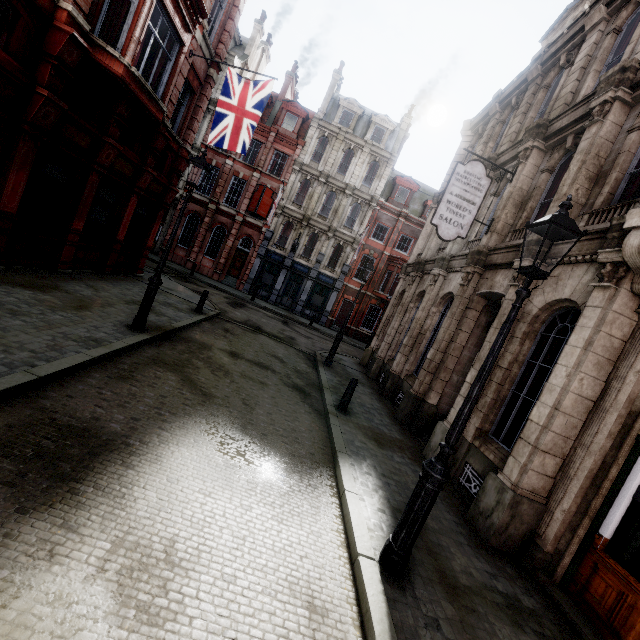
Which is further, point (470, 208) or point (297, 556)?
point (470, 208)

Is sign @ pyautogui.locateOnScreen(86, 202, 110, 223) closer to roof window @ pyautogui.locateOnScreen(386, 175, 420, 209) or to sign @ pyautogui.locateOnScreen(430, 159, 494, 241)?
sign @ pyautogui.locateOnScreen(430, 159, 494, 241)

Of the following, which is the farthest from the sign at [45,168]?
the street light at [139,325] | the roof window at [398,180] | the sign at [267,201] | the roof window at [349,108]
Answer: the roof window at [398,180]

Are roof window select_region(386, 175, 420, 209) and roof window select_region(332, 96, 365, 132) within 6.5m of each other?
yes

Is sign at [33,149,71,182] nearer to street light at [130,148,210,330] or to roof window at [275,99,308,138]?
street light at [130,148,210,330]

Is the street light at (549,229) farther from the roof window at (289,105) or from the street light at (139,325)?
the roof window at (289,105)

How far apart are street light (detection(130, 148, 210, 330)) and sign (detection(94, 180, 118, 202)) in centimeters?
524cm

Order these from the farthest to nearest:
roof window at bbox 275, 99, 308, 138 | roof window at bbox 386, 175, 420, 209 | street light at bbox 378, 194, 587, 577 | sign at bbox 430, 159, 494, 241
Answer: roof window at bbox 386, 175, 420, 209, roof window at bbox 275, 99, 308, 138, sign at bbox 430, 159, 494, 241, street light at bbox 378, 194, 587, 577
